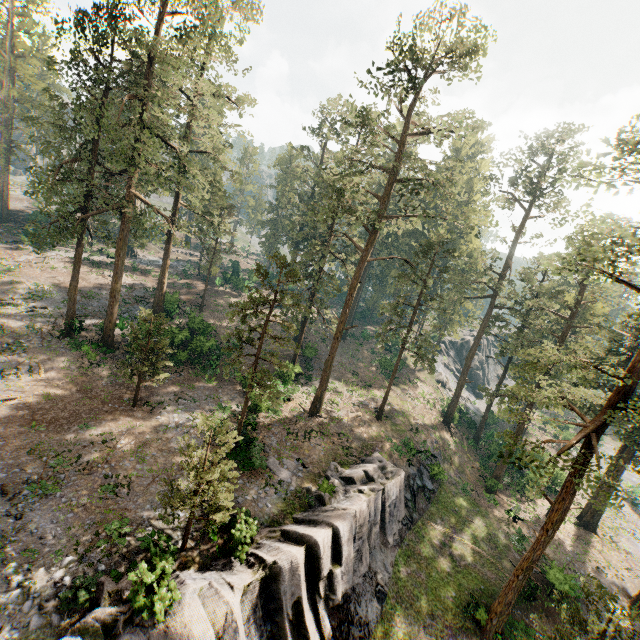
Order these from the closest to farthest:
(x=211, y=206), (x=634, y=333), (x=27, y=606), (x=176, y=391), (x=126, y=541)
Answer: (x=27, y=606) → (x=126, y=541) → (x=176, y=391) → (x=634, y=333) → (x=211, y=206)

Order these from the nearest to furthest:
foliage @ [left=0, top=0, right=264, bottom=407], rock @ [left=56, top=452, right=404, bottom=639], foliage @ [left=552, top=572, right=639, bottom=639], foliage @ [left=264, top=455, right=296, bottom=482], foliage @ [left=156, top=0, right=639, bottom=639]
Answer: rock @ [left=56, top=452, right=404, bottom=639], foliage @ [left=552, top=572, right=639, bottom=639], foliage @ [left=156, top=0, right=639, bottom=639], foliage @ [left=264, top=455, right=296, bottom=482], foliage @ [left=0, top=0, right=264, bottom=407]

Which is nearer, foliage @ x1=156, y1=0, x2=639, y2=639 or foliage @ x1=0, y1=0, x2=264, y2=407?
foliage @ x1=156, y1=0, x2=639, y2=639

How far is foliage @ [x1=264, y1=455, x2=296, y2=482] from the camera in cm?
2144

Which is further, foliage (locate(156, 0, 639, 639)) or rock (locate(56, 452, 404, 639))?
foliage (locate(156, 0, 639, 639))

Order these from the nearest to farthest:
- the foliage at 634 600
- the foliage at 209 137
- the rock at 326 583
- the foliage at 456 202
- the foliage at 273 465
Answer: the rock at 326 583, the foliage at 634 600, the foliage at 456 202, the foliage at 273 465, the foliage at 209 137

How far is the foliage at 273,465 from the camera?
21.4m
